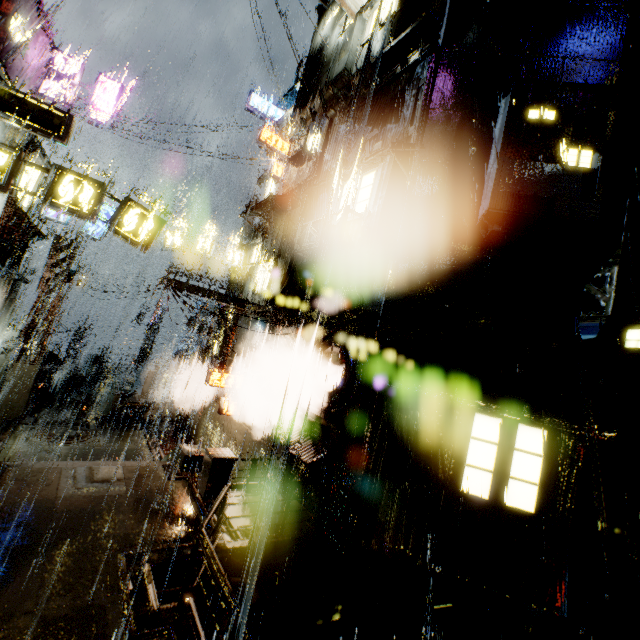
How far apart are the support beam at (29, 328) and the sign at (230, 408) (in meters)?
9.36

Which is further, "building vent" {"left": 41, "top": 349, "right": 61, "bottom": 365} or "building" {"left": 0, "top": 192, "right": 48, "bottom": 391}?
"building vent" {"left": 41, "top": 349, "right": 61, "bottom": 365}

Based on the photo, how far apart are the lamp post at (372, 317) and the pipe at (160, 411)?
16.1 meters

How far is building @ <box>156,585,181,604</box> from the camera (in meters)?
6.82

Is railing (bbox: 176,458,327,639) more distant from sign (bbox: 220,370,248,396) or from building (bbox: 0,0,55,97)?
sign (bbox: 220,370,248,396)

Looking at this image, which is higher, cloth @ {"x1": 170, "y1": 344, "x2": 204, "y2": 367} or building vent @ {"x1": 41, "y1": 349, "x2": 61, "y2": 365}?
cloth @ {"x1": 170, "y1": 344, "x2": 204, "y2": 367}

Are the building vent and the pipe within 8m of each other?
no

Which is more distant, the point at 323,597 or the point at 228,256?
the point at 228,256
